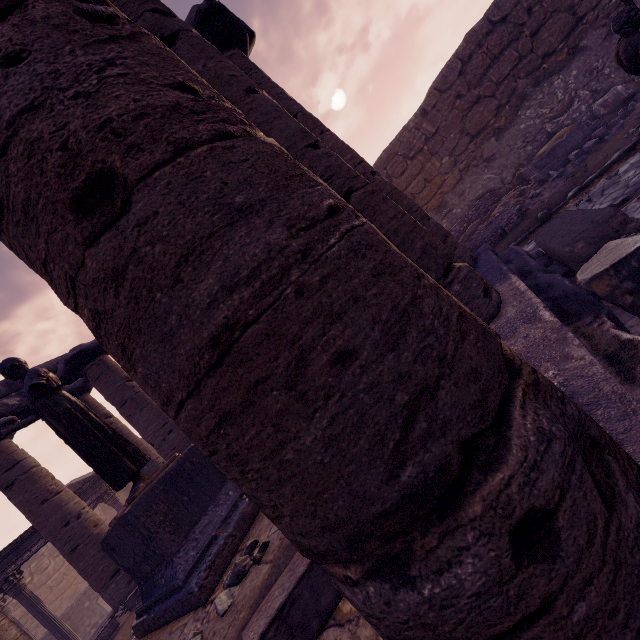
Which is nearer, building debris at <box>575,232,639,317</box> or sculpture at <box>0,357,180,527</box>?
building debris at <box>575,232,639,317</box>

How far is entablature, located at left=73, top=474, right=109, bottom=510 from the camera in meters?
11.6 m

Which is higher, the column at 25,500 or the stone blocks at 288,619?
the column at 25,500

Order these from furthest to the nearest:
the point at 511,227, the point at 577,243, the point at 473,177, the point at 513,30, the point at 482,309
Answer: the point at 473,177 → the point at 513,30 → the point at 511,227 → the point at 577,243 → the point at 482,309

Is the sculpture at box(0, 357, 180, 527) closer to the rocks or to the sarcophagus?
the rocks

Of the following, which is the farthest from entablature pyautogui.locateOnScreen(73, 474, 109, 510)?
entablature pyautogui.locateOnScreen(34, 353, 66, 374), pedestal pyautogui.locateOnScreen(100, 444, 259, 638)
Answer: pedestal pyautogui.locateOnScreen(100, 444, 259, 638)

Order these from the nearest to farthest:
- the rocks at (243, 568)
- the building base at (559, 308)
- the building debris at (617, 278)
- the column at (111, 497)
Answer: the building base at (559, 308), the building debris at (617, 278), the rocks at (243, 568), the column at (111, 497)

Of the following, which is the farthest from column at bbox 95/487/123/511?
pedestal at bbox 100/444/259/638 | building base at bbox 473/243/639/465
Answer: pedestal at bbox 100/444/259/638
